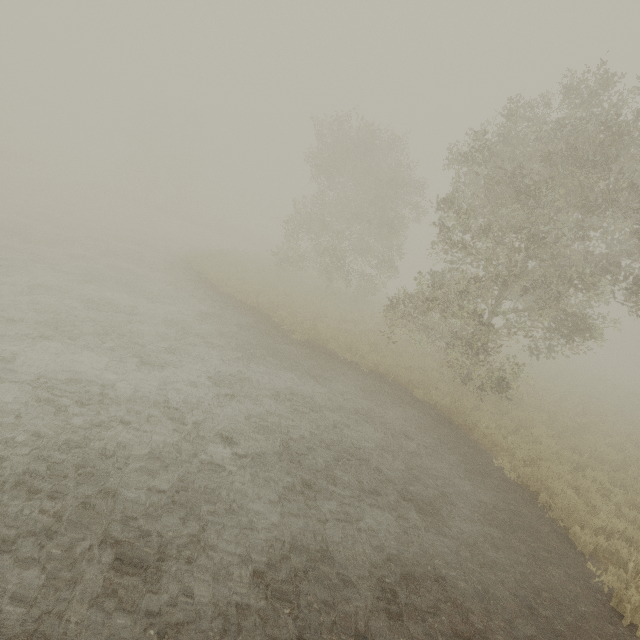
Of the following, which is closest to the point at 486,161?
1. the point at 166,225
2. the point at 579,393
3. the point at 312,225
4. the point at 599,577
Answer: the point at 599,577
